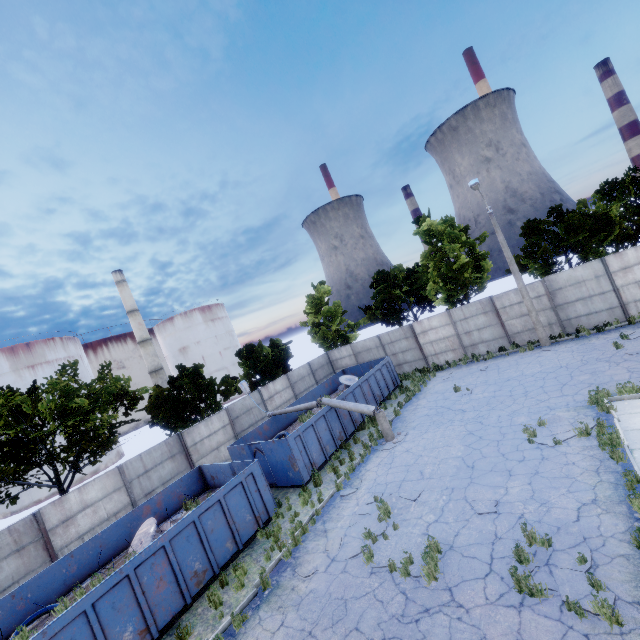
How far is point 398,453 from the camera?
13.4 meters

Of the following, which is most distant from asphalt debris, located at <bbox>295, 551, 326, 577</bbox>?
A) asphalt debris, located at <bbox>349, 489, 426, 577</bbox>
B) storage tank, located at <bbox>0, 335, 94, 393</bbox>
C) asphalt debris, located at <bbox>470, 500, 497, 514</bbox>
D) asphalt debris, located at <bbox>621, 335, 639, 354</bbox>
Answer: storage tank, located at <bbox>0, 335, 94, 393</bbox>

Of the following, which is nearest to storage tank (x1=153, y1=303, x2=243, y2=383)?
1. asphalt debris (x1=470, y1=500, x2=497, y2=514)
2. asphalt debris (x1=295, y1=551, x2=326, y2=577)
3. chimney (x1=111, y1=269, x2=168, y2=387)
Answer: chimney (x1=111, y1=269, x2=168, y2=387)

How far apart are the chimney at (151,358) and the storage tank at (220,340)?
5.8m

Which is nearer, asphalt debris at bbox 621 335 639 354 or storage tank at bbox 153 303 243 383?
asphalt debris at bbox 621 335 639 354

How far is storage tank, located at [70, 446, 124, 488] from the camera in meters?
36.3

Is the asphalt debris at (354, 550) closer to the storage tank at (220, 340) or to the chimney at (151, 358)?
the chimney at (151, 358)

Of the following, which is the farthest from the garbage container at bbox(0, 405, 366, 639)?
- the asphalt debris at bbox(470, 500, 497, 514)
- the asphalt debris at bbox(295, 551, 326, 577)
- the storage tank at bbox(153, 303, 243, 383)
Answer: the storage tank at bbox(153, 303, 243, 383)
